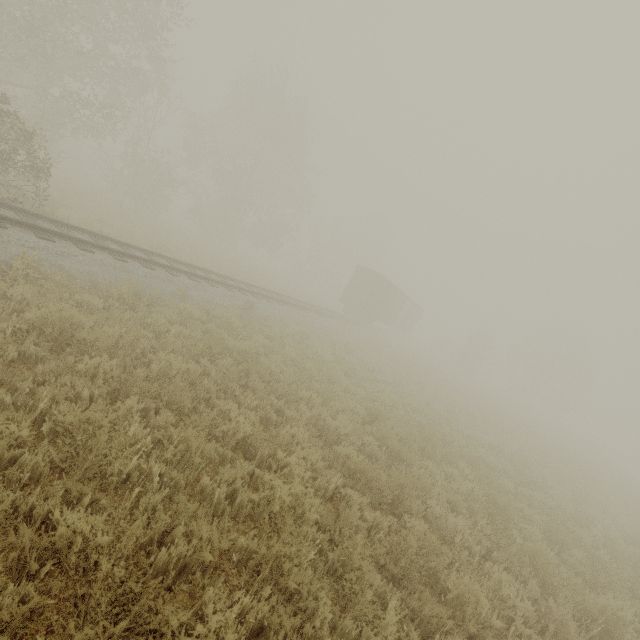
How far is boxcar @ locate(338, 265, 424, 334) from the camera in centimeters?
2794cm

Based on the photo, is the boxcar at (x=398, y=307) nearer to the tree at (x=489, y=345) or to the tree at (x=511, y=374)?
the tree at (x=489, y=345)

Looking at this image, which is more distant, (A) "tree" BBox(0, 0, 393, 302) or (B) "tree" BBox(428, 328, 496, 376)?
(B) "tree" BBox(428, 328, 496, 376)

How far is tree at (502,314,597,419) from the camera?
46.4m

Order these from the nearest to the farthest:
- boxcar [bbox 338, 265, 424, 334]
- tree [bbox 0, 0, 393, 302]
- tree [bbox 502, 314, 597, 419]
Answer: tree [bbox 0, 0, 393, 302] < boxcar [bbox 338, 265, 424, 334] < tree [bbox 502, 314, 597, 419]

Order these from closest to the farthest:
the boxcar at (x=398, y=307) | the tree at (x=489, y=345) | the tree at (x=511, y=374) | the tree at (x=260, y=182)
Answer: the tree at (x=260, y=182) → the boxcar at (x=398, y=307) → the tree at (x=489, y=345) → the tree at (x=511, y=374)

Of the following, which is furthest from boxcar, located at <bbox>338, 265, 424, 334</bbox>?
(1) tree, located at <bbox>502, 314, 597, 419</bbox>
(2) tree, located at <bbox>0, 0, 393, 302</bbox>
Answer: (1) tree, located at <bbox>502, 314, 597, 419</bbox>

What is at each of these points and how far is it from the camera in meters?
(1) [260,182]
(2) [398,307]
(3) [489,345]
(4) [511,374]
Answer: (1) tree, 32.6
(2) boxcar, 33.3
(3) tree, 44.7
(4) tree, 52.9
